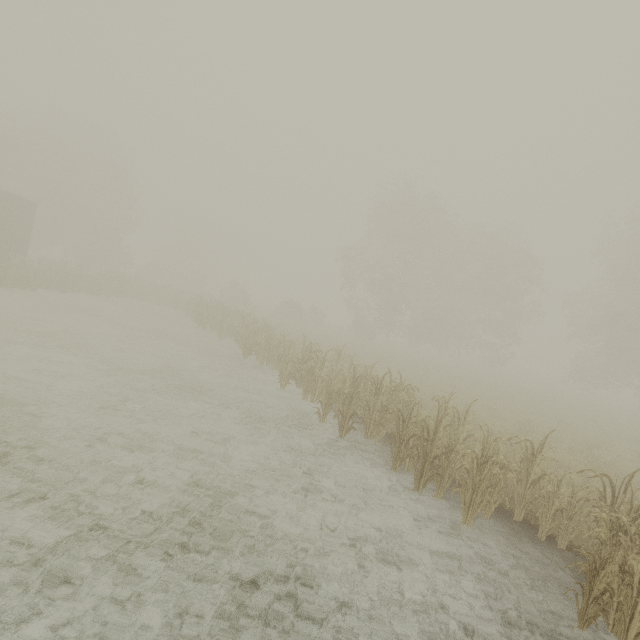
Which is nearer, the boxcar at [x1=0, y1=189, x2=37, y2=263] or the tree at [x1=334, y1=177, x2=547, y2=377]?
the boxcar at [x1=0, y1=189, x2=37, y2=263]

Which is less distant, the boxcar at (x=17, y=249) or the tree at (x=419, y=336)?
the boxcar at (x=17, y=249)

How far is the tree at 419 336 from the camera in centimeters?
3081cm

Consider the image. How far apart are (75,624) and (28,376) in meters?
8.1

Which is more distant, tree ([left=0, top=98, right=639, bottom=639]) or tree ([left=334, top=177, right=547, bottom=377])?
tree ([left=334, top=177, right=547, bottom=377])

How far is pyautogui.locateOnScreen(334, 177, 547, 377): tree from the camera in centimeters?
3081cm

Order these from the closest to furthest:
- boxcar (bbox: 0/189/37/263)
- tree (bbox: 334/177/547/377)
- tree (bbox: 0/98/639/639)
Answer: tree (bbox: 0/98/639/639) < boxcar (bbox: 0/189/37/263) < tree (bbox: 334/177/547/377)
